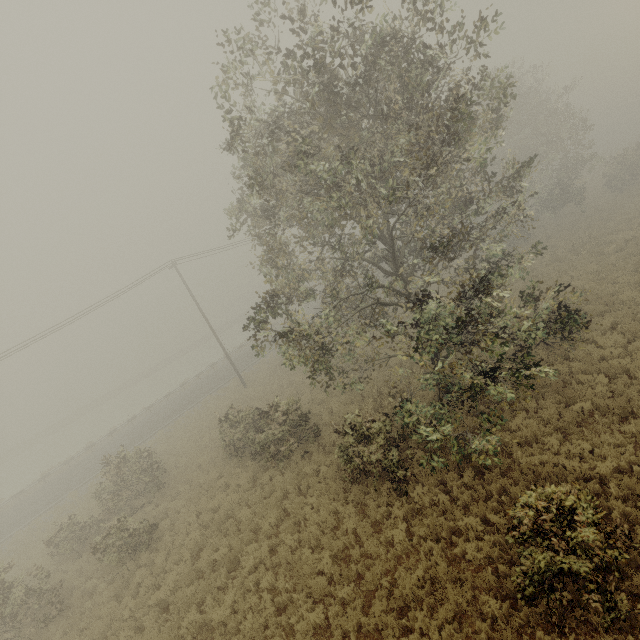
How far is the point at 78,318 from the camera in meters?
22.6
